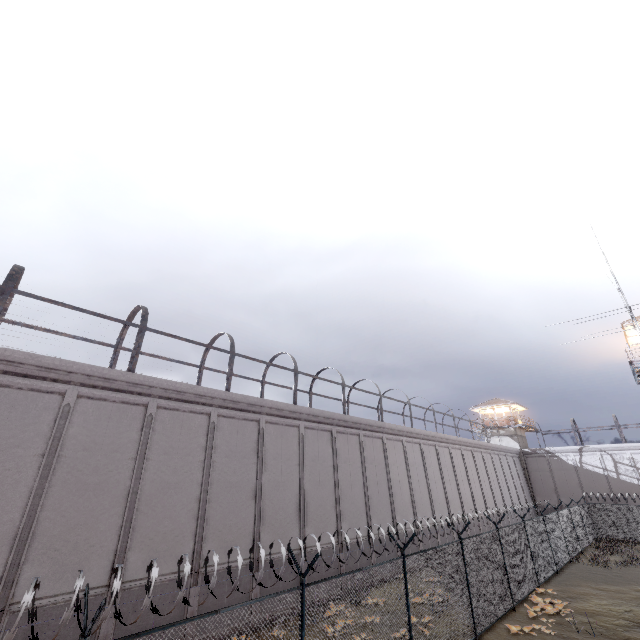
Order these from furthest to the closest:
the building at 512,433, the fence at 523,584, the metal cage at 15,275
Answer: the building at 512,433 → the metal cage at 15,275 → the fence at 523,584

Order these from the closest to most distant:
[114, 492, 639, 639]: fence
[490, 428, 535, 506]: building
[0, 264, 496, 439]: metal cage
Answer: [114, 492, 639, 639]: fence → [0, 264, 496, 439]: metal cage → [490, 428, 535, 506]: building

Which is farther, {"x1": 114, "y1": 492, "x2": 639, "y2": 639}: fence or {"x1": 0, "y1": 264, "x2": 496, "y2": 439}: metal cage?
{"x1": 0, "y1": 264, "x2": 496, "y2": 439}: metal cage

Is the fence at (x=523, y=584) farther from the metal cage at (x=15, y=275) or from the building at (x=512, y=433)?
the building at (x=512, y=433)

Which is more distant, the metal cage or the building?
the building

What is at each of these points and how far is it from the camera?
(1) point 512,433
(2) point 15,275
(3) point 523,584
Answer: (1) building, 42.0m
(2) metal cage, 10.3m
(3) fence, 14.7m

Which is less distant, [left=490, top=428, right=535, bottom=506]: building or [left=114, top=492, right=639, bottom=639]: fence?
[left=114, top=492, right=639, bottom=639]: fence

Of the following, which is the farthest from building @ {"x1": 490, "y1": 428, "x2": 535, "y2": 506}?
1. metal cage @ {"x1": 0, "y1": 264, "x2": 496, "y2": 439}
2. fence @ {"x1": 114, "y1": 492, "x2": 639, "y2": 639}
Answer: metal cage @ {"x1": 0, "y1": 264, "x2": 496, "y2": 439}
